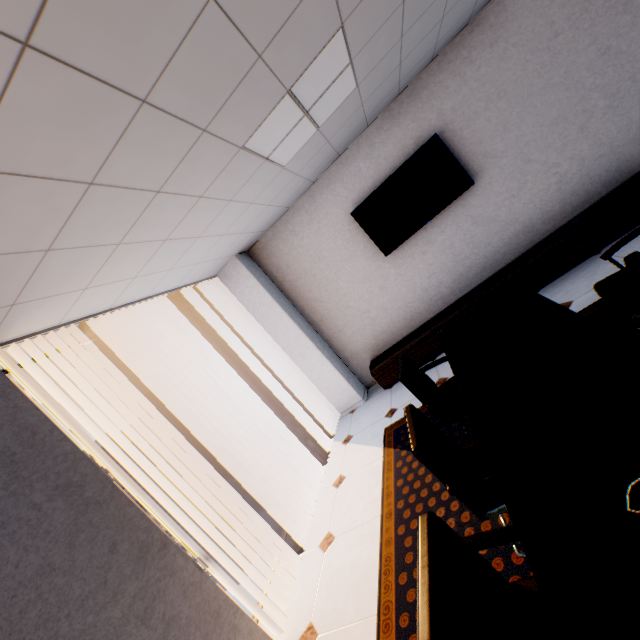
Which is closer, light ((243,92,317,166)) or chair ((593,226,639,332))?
chair ((593,226,639,332))

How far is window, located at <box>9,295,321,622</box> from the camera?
2.97m

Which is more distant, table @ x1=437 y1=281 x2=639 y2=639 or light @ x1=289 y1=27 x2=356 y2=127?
light @ x1=289 y1=27 x2=356 y2=127

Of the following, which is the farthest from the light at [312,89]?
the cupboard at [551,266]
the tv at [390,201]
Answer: the cupboard at [551,266]

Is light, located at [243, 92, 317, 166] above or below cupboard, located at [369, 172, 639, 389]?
above

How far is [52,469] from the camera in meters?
2.0

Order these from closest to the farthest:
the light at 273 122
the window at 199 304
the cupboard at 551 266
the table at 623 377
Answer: the table at 623 377, the light at 273 122, the window at 199 304, the cupboard at 551 266

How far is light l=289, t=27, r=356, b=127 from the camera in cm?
217
